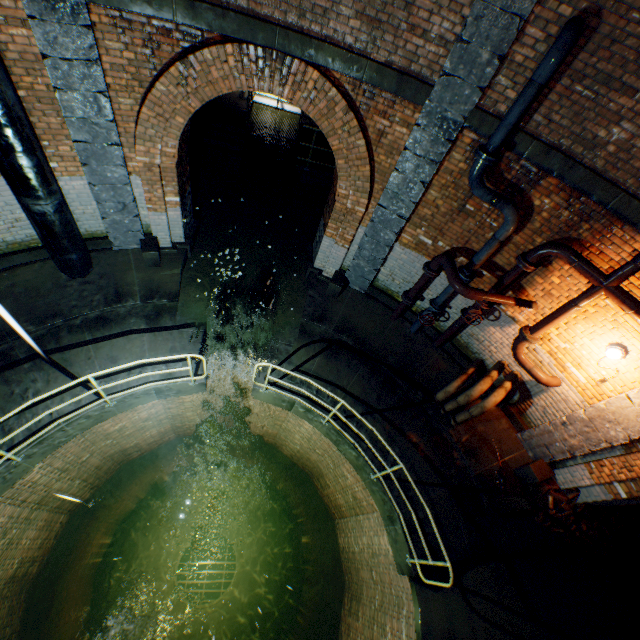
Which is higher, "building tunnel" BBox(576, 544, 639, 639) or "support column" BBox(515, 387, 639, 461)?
"support column" BBox(515, 387, 639, 461)

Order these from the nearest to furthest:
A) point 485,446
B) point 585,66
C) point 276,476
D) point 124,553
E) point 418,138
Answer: point 585,66 → point 418,138 → point 485,446 → point 124,553 → point 276,476

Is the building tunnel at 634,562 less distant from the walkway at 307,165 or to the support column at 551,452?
the support column at 551,452

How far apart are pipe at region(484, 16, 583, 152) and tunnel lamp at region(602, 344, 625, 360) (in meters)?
3.68

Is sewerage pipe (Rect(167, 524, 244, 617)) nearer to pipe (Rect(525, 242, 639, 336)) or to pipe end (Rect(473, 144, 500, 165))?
pipe (Rect(525, 242, 639, 336))

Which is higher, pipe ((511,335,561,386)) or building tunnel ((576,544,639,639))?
pipe ((511,335,561,386))

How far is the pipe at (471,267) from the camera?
5.1 meters

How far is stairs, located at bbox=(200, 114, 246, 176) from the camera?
10.4m
